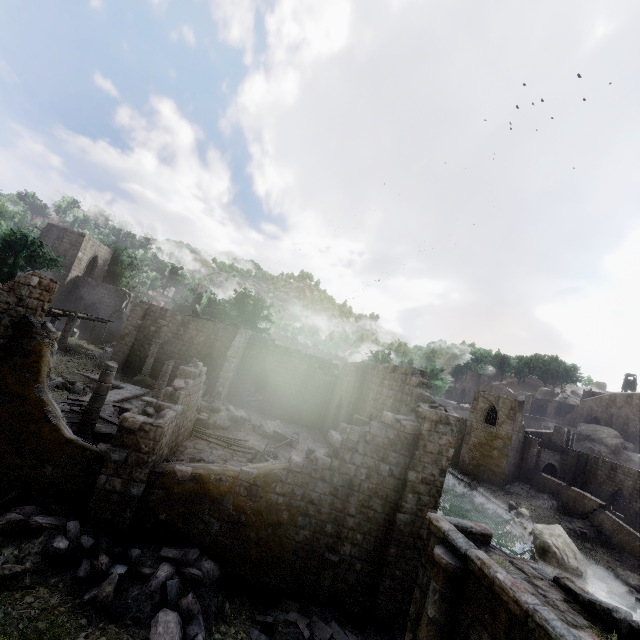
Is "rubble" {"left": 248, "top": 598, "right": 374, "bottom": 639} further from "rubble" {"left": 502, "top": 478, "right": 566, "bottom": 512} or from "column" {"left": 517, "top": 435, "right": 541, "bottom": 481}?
"column" {"left": 517, "top": 435, "right": 541, "bottom": 481}

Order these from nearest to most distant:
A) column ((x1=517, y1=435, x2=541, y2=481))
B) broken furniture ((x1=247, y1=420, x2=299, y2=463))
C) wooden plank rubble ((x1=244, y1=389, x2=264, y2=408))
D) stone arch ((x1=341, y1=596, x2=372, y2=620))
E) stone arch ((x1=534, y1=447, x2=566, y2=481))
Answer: stone arch ((x1=341, y1=596, x2=372, y2=620)), broken furniture ((x1=247, y1=420, x2=299, y2=463)), wooden plank rubble ((x1=244, y1=389, x2=264, y2=408)), column ((x1=517, y1=435, x2=541, y2=481)), stone arch ((x1=534, y1=447, x2=566, y2=481))

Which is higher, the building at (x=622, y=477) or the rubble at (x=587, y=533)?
the building at (x=622, y=477)

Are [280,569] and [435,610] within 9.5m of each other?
yes

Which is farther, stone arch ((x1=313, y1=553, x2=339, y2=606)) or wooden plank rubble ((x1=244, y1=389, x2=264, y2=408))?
wooden plank rubble ((x1=244, y1=389, x2=264, y2=408))

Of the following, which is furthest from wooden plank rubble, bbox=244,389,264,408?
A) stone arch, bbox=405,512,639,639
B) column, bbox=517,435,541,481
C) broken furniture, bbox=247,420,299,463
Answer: column, bbox=517,435,541,481

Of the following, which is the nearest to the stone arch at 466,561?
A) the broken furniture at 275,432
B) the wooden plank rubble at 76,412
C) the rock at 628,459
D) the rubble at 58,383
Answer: the wooden plank rubble at 76,412

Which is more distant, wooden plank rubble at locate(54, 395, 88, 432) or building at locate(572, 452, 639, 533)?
building at locate(572, 452, 639, 533)
